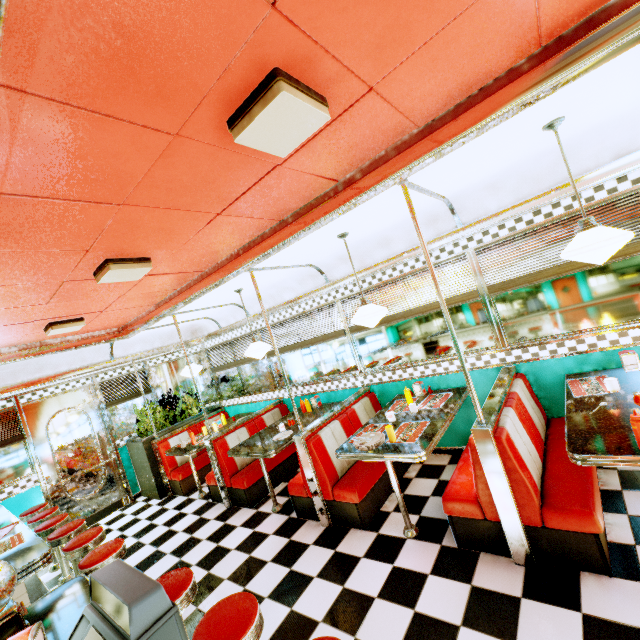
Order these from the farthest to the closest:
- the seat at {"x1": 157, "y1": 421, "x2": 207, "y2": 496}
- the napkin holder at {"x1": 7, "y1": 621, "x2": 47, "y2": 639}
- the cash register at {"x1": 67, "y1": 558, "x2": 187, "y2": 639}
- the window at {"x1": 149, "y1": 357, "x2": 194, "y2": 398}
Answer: the window at {"x1": 149, "y1": 357, "x2": 194, "y2": 398}, the seat at {"x1": 157, "y1": 421, "x2": 207, "y2": 496}, the napkin holder at {"x1": 7, "y1": 621, "x2": 47, "y2": 639}, the cash register at {"x1": 67, "y1": 558, "x2": 187, "y2": 639}

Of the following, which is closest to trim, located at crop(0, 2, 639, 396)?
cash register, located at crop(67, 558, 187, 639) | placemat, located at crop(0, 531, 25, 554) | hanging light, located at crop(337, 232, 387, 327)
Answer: hanging light, located at crop(337, 232, 387, 327)

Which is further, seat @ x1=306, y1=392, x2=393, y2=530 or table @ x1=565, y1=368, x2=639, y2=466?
seat @ x1=306, y1=392, x2=393, y2=530

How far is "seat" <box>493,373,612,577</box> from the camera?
2.2 meters

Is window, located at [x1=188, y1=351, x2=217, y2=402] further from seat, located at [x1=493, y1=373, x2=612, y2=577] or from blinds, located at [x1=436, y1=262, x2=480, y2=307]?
seat, located at [x1=493, y1=373, x2=612, y2=577]

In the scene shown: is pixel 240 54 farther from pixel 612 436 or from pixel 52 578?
pixel 52 578

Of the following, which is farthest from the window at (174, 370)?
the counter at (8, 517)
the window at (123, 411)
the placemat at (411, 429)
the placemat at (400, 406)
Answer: the placemat at (411, 429)

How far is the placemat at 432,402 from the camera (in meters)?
3.74
